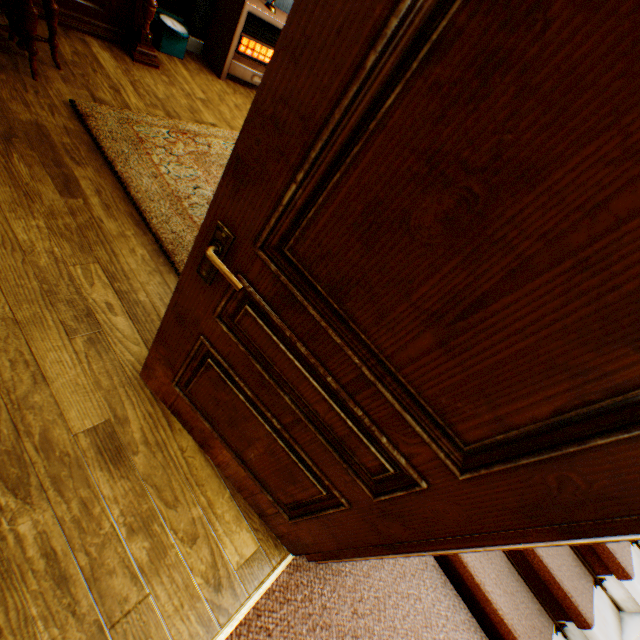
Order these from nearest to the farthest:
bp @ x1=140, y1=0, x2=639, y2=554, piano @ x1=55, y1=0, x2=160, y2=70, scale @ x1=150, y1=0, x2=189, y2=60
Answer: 1. bp @ x1=140, y1=0, x2=639, y2=554
2. piano @ x1=55, y1=0, x2=160, y2=70
3. scale @ x1=150, y1=0, x2=189, y2=60

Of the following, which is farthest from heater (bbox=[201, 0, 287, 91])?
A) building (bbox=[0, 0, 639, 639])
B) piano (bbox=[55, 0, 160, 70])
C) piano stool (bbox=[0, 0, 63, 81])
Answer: piano stool (bbox=[0, 0, 63, 81])

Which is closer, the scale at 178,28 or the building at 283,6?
the scale at 178,28

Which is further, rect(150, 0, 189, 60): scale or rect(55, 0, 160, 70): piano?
rect(150, 0, 189, 60): scale

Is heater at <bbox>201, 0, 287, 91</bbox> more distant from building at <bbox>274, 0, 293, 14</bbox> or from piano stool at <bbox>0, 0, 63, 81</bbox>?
piano stool at <bbox>0, 0, 63, 81</bbox>

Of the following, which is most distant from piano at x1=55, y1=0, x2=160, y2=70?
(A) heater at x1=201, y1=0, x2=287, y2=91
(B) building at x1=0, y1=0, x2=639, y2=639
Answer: (A) heater at x1=201, y1=0, x2=287, y2=91

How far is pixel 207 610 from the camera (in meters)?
1.37

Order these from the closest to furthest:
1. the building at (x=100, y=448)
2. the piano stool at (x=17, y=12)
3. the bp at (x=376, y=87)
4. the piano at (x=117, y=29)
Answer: the bp at (x=376, y=87), the building at (x=100, y=448), the piano stool at (x=17, y=12), the piano at (x=117, y=29)
